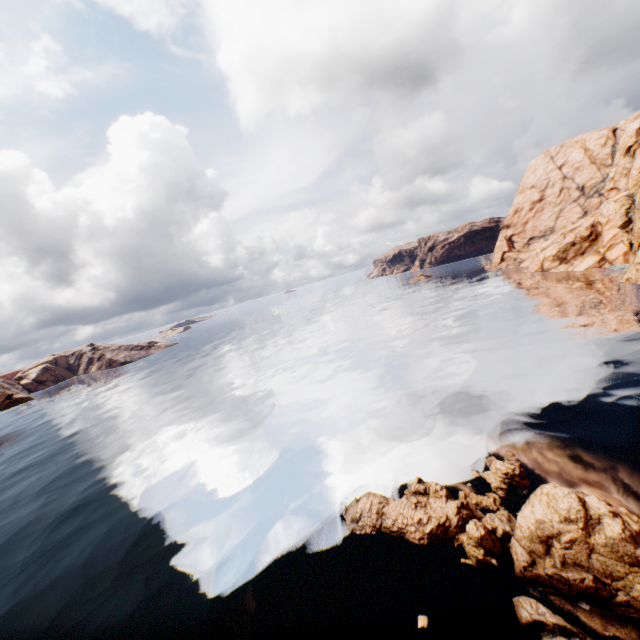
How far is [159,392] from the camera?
56.84m

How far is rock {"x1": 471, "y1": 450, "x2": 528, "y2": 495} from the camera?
15.4 meters

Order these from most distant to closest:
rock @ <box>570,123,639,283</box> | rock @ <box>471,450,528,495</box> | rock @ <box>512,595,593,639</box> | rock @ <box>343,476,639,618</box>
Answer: rock @ <box>570,123,639,283</box> → rock @ <box>471,450,528,495</box> → rock @ <box>343,476,639,618</box> → rock @ <box>512,595,593,639</box>

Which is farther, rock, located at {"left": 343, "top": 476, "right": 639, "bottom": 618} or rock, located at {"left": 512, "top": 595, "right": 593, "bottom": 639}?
rock, located at {"left": 343, "top": 476, "right": 639, "bottom": 618}

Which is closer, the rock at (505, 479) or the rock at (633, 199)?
the rock at (505, 479)

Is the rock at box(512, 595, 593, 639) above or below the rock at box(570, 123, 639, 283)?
below
